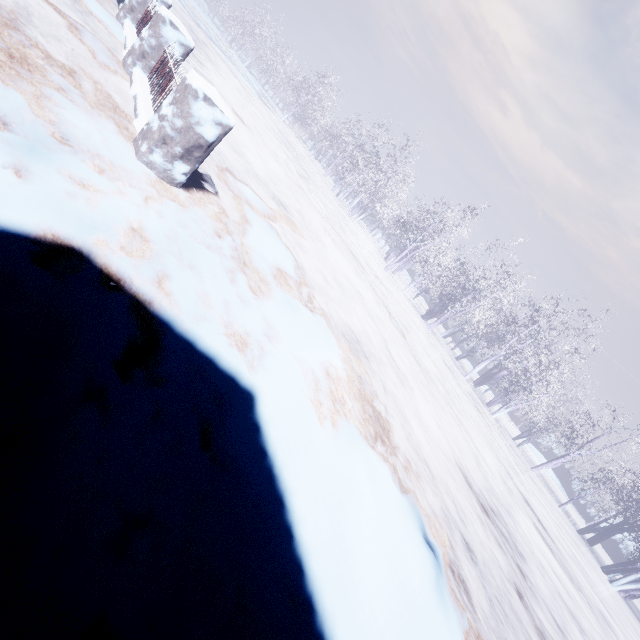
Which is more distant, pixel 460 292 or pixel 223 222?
pixel 460 292
